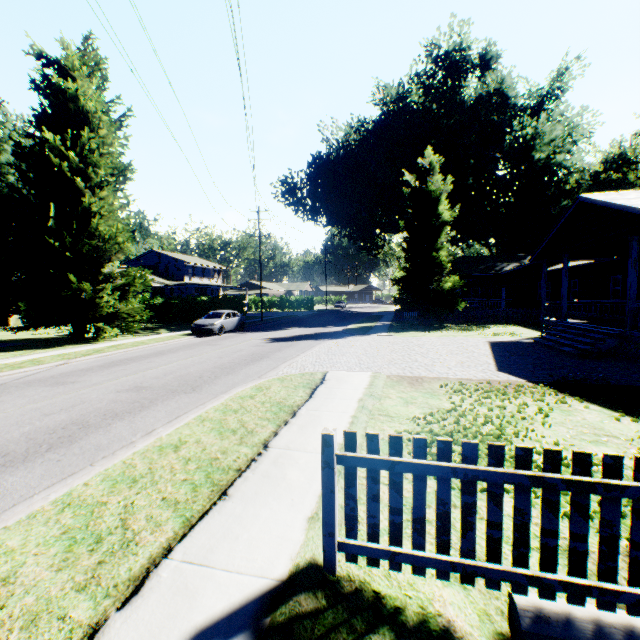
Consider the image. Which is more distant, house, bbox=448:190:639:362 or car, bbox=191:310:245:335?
car, bbox=191:310:245:335

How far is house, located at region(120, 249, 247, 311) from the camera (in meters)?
43.29

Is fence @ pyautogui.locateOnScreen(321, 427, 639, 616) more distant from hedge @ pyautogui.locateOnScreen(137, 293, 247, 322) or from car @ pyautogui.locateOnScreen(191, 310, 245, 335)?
hedge @ pyautogui.locateOnScreen(137, 293, 247, 322)

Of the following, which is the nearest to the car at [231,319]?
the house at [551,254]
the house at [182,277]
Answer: the house at [182,277]

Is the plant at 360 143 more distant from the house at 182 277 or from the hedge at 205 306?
the house at 182 277

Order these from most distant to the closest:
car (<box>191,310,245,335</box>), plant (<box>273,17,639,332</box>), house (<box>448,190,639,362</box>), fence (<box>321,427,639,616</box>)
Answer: plant (<box>273,17,639,332</box>) < car (<box>191,310,245,335</box>) < house (<box>448,190,639,362</box>) < fence (<box>321,427,639,616</box>)

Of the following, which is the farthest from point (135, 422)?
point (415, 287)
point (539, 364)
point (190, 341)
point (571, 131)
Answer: point (571, 131)

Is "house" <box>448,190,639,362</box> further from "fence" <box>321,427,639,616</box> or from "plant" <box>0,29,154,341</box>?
"plant" <box>0,29,154,341</box>
